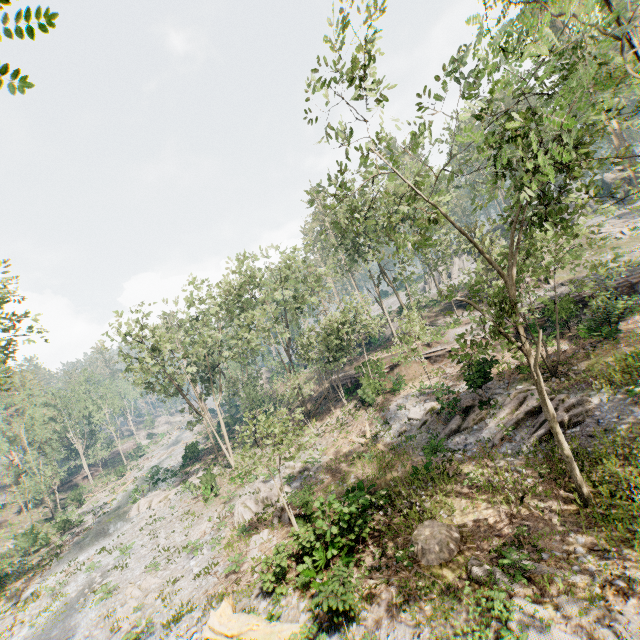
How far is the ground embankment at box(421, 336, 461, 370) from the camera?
27.9 meters

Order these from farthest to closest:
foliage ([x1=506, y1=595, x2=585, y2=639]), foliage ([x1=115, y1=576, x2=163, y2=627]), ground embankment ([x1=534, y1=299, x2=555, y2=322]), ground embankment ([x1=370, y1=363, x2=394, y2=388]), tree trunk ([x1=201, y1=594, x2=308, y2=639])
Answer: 1. ground embankment ([x1=370, y1=363, x2=394, y2=388])
2. ground embankment ([x1=534, y1=299, x2=555, y2=322])
3. foliage ([x1=115, y1=576, x2=163, y2=627])
4. tree trunk ([x1=201, y1=594, x2=308, y2=639])
5. foliage ([x1=506, y1=595, x2=585, y2=639])

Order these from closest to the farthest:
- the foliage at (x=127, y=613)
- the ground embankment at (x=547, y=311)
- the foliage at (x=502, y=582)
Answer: the foliage at (x=502, y=582) < the foliage at (x=127, y=613) < the ground embankment at (x=547, y=311)

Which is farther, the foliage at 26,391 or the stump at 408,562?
the foliage at 26,391

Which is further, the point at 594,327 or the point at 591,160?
the point at 594,327

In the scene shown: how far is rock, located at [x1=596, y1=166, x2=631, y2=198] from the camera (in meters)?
45.72

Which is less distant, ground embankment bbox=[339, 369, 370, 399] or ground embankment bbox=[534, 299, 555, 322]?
ground embankment bbox=[534, 299, 555, 322]

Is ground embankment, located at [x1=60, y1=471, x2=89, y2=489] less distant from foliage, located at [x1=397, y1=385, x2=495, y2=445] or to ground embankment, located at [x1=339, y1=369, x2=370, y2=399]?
foliage, located at [x1=397, y1=385, x2=495, y2=445]
